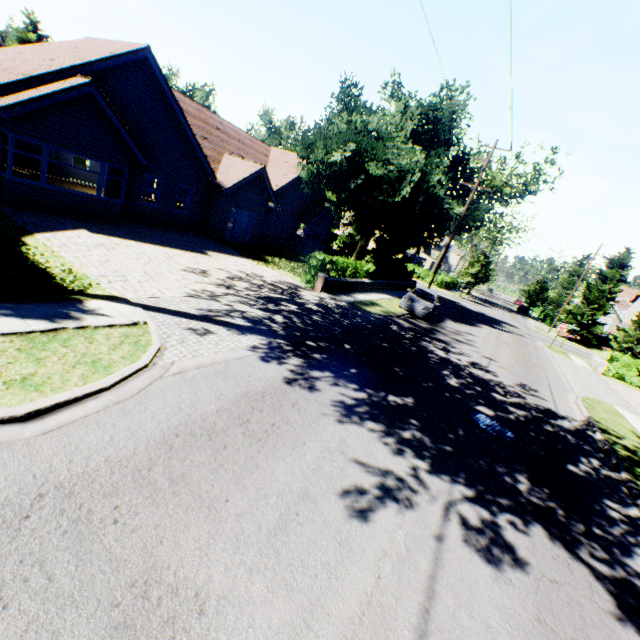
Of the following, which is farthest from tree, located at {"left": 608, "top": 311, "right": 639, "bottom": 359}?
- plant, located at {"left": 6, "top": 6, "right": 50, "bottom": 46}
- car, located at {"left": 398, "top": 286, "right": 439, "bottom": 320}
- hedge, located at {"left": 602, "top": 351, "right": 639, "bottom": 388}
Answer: hedge, located at {"left": 602, "top": 351, "right": 639, "bottom": 388}

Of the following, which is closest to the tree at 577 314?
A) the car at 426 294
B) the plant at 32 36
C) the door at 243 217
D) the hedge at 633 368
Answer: the plant at 32 36

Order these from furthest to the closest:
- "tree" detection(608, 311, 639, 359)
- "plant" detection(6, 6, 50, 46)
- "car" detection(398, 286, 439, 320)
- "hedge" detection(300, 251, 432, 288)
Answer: "plant" detection(6, 6, 50, 46) < "tree" detection(608, 311, 639, 359) < "car" detection(398, 286, 439, 320) < "hedge" detection(300, 251, 432, 288)

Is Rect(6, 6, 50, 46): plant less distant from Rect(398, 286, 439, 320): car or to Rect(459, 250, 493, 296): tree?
Rect(459, 250, 493, 296): tree

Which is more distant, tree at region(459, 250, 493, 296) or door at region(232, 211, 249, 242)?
tree at region(459, 250, 493, 296)

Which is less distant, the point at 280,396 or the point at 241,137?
the point at 280,396

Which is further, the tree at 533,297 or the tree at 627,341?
the tree at 533,297

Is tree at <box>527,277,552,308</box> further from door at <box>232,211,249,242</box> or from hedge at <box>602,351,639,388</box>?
hedge at <box>602,351,639,388</box>
